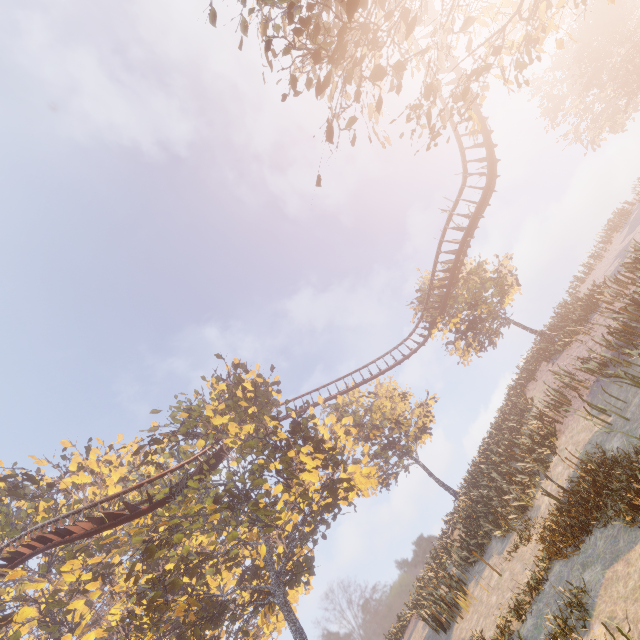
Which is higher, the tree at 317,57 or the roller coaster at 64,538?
the roller coaster at 64,538

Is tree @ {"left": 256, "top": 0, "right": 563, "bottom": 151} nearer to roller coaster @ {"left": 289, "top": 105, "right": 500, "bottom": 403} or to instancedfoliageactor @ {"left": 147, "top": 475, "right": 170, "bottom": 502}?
roller coaster @ {"left": 289, "top": 105, "right": 500, "bottom": 403}

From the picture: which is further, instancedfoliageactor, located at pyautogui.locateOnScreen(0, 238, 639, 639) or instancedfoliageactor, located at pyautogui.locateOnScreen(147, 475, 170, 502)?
instancedfoliageactor, located at pyautogui.locateOnScreen(147, 475, 170, 502)

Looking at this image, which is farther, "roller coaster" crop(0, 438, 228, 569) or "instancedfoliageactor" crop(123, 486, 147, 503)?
→ "instancedfoliageactor" crop(123, 486, 147, 503)

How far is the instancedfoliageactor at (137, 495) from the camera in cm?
1713

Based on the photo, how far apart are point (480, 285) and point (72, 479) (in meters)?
Result: 39.86

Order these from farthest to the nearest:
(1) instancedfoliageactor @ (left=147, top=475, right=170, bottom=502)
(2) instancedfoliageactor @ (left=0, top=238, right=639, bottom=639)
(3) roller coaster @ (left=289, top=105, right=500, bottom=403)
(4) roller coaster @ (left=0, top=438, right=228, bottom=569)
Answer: (3) roller coaster @ (left=289, top=105, right=500, bottom=403) → (4) roller coaster @ (left=0, top=438, right=228, bottom=569) → (1) instancedfoliageactor @ (left=147, top=475, right=170, bottom=502) → (2) instancedfoliageactor @ (left=0, top=238, right=639, bottom=639)

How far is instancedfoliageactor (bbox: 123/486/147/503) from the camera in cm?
1713
